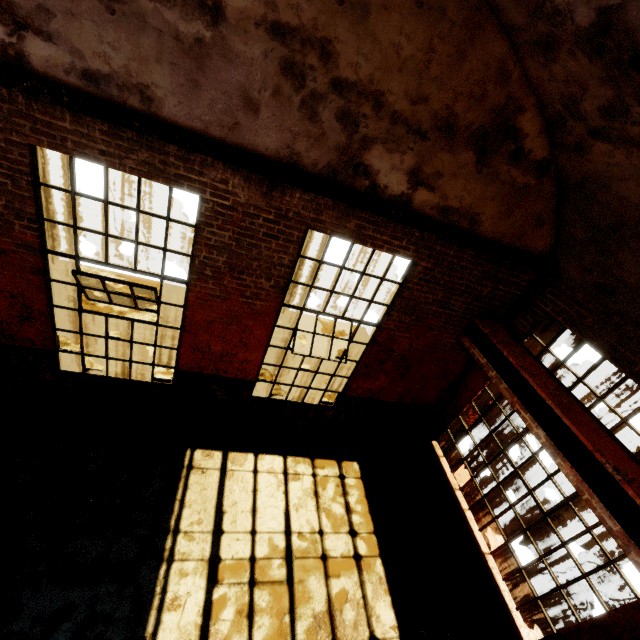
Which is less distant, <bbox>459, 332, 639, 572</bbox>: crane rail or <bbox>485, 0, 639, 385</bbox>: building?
<bbox>485, 0, 639, 385</bbox>: building

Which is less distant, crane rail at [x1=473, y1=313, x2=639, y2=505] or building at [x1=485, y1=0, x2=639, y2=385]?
building at [x1=485, y1=0, x2=639, y2=385]

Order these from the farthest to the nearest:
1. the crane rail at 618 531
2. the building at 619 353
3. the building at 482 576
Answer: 1. the building at 482 576
2. the crane rail at 618 531
3. the building at 619 353

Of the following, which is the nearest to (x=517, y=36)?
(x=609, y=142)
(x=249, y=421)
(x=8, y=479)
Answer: (x=609, y=142)

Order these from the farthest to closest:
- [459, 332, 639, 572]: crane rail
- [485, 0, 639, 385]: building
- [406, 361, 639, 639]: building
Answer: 1. [406, 361, 639, 639]: building
2. [459, 332, 639, 572]: crane rail
3. [485, 0, 639, 385]: building

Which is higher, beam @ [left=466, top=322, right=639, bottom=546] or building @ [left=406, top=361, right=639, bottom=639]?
beam @ [left=466, top=322, right=639, bottom=546]

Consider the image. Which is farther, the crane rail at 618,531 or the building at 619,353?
the crane rail at 618,531

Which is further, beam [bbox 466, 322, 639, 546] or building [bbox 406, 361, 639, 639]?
building [bbox 406, 361, 639, 639]
